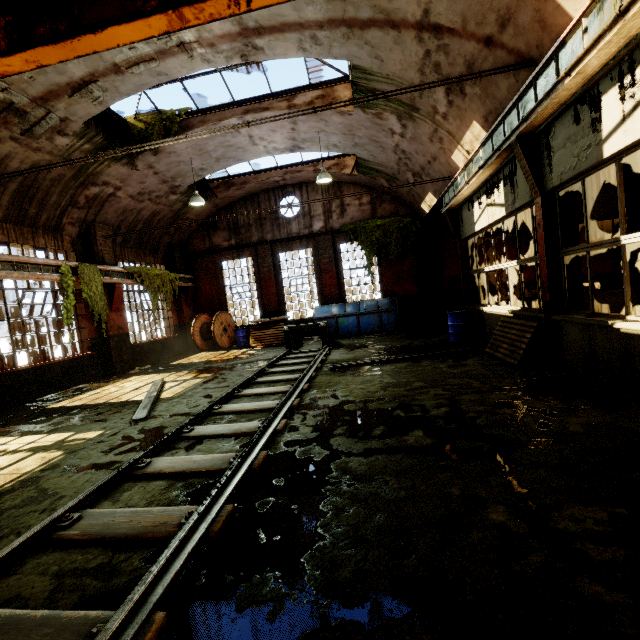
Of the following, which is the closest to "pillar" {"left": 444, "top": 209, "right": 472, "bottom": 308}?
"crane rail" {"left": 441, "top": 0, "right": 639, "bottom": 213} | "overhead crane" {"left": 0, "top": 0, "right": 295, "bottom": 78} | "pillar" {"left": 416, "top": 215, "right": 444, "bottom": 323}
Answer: "crane rail" {"left": 441, "top": 0, "right": 639, "bottom": 213}

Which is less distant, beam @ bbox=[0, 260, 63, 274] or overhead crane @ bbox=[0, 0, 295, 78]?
overhead crane @ bbox=[0, 0, 295, 78]

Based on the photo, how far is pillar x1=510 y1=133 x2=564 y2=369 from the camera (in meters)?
5.63

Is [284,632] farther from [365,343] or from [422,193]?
[422,193]

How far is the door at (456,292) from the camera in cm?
1548

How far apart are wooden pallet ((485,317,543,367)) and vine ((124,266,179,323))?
12.3 meters

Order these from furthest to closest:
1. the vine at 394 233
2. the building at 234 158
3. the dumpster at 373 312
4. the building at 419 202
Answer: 1. the vine at 394 233
2. the dumpster at 373 312
3. the building at 419 202
4. the building at 234 158

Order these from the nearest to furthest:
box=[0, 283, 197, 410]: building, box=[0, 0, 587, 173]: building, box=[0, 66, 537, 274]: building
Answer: box=[0, 0, 587, 173]: building
box=[0, 66, 537, 274]: building
box=[0, 283, 197, 410]: building
